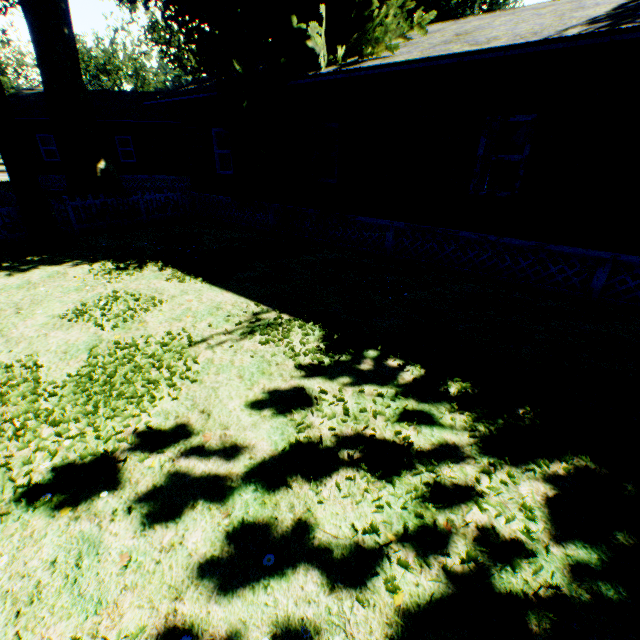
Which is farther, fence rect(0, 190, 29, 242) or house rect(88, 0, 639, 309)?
fence rect(0, 190, 29, 242)

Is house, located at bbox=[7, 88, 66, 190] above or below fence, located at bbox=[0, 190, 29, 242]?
above

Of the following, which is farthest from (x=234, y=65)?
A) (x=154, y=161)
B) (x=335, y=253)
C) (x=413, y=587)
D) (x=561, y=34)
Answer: (x=154, y=161)

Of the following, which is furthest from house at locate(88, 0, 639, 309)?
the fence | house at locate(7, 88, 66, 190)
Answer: house at locate(7, 88, 66, 190)

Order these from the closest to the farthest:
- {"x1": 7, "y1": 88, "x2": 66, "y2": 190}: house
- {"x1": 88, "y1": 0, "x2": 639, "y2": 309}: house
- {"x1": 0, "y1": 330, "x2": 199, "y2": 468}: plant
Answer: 1. {"x1": 0, "y1": 330, "x2": 199, "y2": 468}: plant
2. {"x1": 88, "y1": 0, "x2": 639, "y2": 309}: house
3. {"x1": 7, "y1": 88, "x2": 66, "y2": 190}: house

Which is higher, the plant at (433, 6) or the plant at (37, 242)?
the plant at (433, 6)

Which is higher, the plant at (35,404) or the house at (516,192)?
the house at (516,192)

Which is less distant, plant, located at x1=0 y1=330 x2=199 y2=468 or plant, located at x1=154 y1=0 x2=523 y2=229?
plant, located at x1=0 y1=330 x2=199 y2=468
